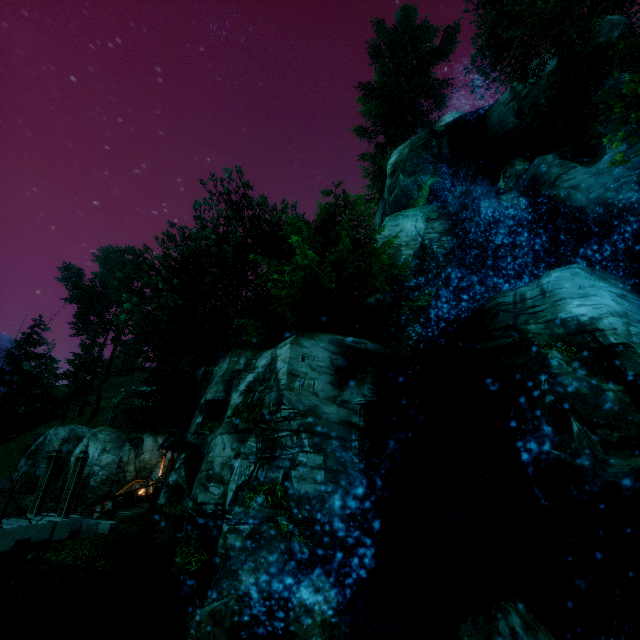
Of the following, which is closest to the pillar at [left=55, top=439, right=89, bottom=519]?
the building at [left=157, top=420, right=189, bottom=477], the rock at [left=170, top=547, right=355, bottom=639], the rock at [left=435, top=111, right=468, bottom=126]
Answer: the building at [left=157, top=420, right=189, bottom=477]

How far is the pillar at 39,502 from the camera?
12.12m

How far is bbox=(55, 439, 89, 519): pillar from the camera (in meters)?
11.93

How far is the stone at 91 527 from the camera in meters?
12.3

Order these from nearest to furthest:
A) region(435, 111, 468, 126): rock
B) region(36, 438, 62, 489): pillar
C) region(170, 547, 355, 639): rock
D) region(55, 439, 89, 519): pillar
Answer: region(170, 547, 355, 639): rock
region(55, 439, 89, 519): pillar
region(36, 438, 62, 489): pillar
region(435, 111, 468, 126): rock

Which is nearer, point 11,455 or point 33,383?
point 11,455

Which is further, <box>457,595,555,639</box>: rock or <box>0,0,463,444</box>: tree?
<box>0,0,463,444</box>: tree

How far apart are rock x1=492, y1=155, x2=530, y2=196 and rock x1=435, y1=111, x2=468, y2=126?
8.4m
